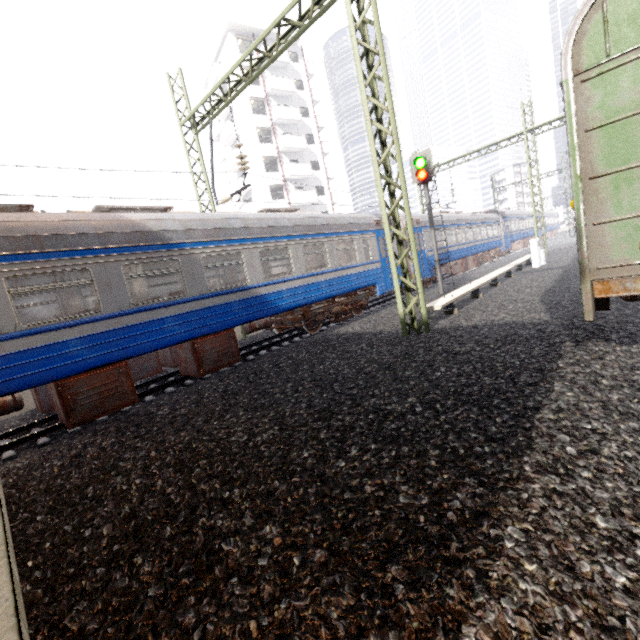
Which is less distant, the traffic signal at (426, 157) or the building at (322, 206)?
the traffic signal at (426, 157)

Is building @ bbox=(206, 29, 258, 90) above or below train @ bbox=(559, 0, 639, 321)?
above

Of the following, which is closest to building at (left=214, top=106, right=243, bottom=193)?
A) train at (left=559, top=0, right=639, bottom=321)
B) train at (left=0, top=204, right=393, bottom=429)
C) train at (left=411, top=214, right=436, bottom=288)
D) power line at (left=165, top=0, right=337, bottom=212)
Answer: train at (left=411, top=214, right=436, bottom=288)

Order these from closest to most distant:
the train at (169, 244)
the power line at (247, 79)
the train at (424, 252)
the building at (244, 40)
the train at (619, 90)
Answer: the train at (619, 90) < the train at (169, 244) < the power line at (247, 79) < the train at (424, 252) < the building at (244, 40)

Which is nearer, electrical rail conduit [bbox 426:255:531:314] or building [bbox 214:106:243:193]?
electrical rail conduit [bbox 426:255:531:314]

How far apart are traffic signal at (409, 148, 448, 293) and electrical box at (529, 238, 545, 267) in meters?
6.0

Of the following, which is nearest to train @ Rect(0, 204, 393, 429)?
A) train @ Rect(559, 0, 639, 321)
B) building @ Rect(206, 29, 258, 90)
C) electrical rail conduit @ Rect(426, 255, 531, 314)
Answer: electrical rail conduit @ Rect(426, 255, 531, 314)

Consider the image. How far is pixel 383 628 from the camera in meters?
1.7 m
